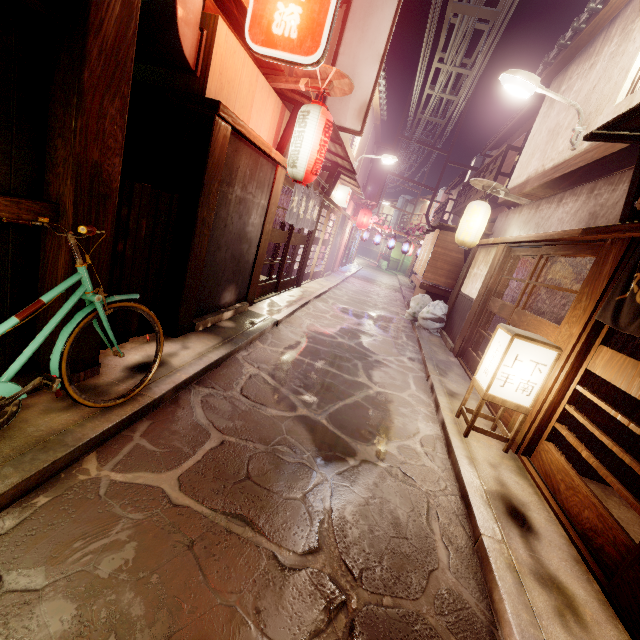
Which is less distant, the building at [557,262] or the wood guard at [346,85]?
the wood guard at [346,85]

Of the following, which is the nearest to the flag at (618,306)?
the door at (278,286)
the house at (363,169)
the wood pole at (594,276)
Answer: the wood pole at (594,276)

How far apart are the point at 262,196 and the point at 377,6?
8.45m

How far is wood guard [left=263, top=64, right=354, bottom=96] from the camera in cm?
846

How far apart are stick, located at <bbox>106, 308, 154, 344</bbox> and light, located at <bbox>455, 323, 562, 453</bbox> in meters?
7.9 m

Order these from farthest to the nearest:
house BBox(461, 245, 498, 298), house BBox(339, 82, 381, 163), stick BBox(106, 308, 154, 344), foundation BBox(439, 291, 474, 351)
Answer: house BBox(339, 82, 381, 163) < foundation BBox(439, 291, 474, 351) < house BBox(461, 245, 498, 298) < stick BBox(106, 308, 154, 344)

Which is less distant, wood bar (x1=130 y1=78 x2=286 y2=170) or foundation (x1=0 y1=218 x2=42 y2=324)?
foundation (x1=0 y1=218 x2=42 y2=324)

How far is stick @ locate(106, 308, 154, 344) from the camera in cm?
665
